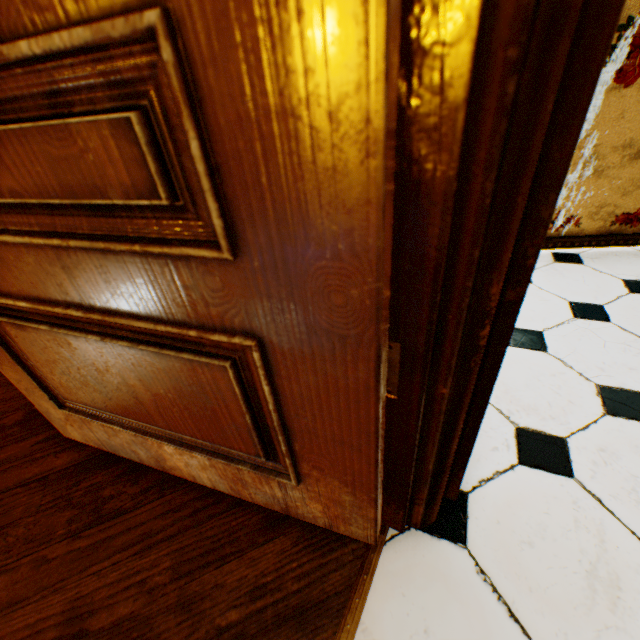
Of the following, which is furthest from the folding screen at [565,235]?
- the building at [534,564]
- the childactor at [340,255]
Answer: the childactor at [340,255]

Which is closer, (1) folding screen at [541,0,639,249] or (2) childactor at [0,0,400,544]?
(2) childactor at [0,0,400,544]

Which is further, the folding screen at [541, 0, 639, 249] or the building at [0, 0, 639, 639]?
the folding screen at [541, 0, 639, 249]

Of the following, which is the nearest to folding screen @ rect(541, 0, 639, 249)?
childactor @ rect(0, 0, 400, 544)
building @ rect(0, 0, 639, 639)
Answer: Result: building @ rect(0, 0, 639, 639)

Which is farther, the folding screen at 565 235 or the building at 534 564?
the folding screen at 565 235

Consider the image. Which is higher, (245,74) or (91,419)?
(245,74)

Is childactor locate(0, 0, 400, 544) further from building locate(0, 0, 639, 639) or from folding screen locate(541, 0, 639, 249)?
folding screen locate(541, 0, 639, 249)
